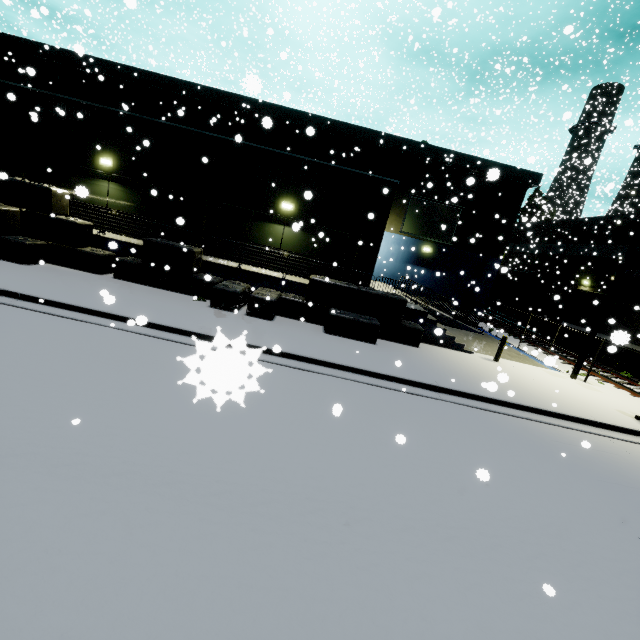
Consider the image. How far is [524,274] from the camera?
28.98m

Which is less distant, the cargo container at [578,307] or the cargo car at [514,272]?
the cargo container at [578,307]

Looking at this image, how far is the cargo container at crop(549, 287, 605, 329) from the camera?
21.4 meters

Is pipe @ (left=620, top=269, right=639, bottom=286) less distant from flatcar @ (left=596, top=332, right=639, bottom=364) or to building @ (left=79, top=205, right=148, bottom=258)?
building @ (left=79, top=205, right=148, bottom=258)

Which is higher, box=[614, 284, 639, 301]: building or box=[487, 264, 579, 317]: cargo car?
box=[614, 284, 639, 301]: building

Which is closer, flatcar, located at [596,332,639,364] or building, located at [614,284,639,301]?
flatcar, located at [596,332,639,364]

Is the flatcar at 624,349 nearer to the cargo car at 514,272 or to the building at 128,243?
the cargo car at 514,272

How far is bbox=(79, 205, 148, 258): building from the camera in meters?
13.1
